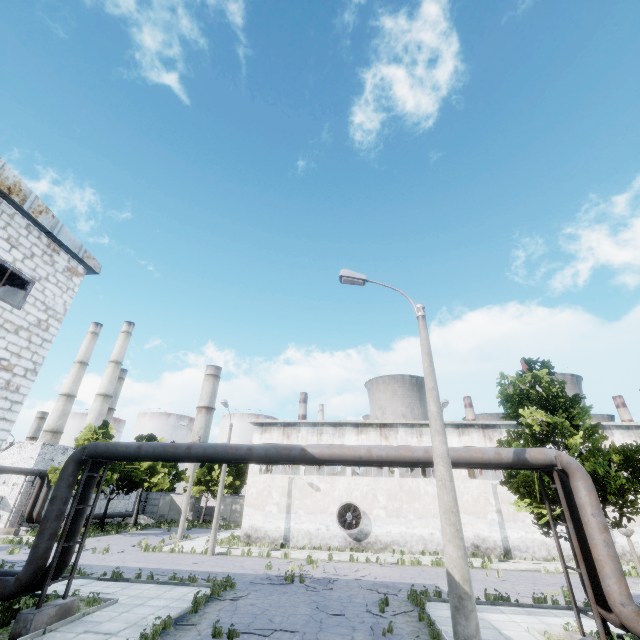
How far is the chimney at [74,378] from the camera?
53.5 meters

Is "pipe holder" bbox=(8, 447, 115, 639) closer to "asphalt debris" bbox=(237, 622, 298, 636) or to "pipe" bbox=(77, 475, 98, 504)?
"pipe" bbox=(77, 475, 98, 504)

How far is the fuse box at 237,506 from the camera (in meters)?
43.84

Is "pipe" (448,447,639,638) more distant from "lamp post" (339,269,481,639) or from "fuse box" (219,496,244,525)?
"fuse box" (219,496,244,525)

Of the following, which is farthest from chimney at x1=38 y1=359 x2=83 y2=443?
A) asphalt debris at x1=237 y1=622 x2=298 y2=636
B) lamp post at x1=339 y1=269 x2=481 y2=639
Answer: lamp post at x1=339 y1=269 x2=481 y2=639

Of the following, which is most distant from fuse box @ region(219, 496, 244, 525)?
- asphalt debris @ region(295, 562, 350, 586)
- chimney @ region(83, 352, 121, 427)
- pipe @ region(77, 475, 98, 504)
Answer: pipe @ region(77, 475, 98, 504)

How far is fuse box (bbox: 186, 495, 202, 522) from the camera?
44.7m

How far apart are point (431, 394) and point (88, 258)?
12.57m
